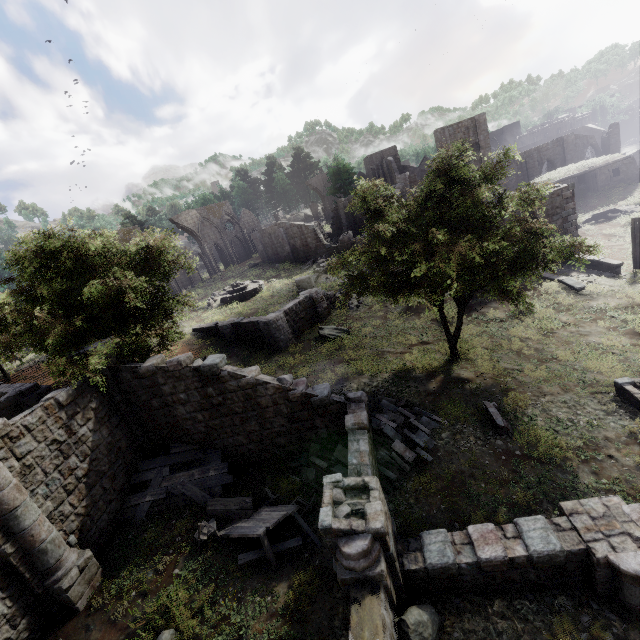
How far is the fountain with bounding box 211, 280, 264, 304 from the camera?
33.7 meters

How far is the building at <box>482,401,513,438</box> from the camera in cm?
1145

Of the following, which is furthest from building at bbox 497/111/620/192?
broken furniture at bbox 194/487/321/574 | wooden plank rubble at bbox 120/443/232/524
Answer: wooden plank rubble at bbox 120/443/232/524

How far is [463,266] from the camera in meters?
13.1

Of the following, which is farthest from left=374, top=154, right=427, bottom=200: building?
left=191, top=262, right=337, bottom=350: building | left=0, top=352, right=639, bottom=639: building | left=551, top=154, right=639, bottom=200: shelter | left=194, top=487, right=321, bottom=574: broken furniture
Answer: left=194, top=487, right=321, bottom=574: broken furniture

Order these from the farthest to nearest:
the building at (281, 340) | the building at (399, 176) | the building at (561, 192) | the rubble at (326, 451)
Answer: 1. the building at (399, 176)
2. the building at (561, 192)
3. the building at (281, 340)
4. the rubble at (326, 451)

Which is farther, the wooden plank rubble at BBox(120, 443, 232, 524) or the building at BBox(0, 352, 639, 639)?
the wooden plank rubble at BBox(120, 443, 232, 524)

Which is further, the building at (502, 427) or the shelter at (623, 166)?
the shelter at (623, 166)
